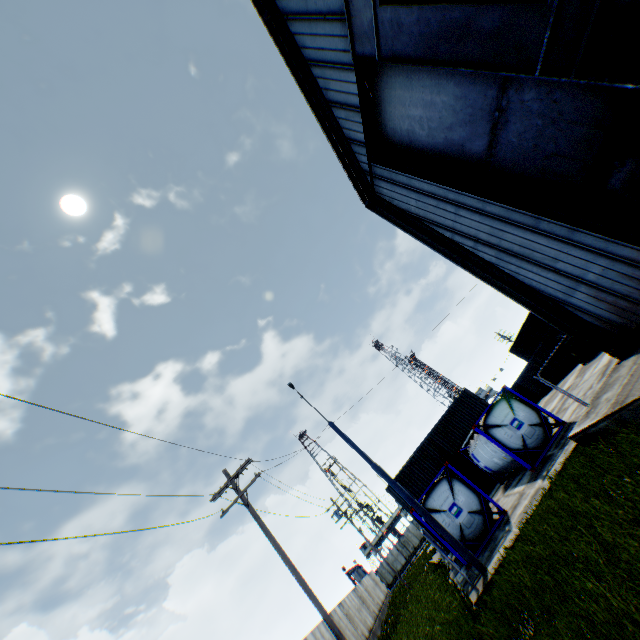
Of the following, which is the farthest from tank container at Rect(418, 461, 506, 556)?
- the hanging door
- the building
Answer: Result: the hanging door

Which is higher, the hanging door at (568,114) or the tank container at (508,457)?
the hanging door at (568,114)

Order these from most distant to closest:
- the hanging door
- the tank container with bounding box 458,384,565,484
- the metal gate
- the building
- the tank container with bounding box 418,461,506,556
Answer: the metal gate, the tank container with bounding box 458,384,565,484, the tank container with bounding box 418,461,506,556, the building, the hanging door

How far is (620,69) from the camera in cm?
611

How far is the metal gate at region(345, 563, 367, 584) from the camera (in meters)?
46.24

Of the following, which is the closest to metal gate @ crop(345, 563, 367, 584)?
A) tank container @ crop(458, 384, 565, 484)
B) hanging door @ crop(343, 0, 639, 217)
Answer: tank container @ crop(458, 384, 565, 484)

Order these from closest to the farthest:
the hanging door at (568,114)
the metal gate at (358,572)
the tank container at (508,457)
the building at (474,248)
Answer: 1. the hanging door at (568,114)
2. the building at (474,248)
3. the tank container at (508,457)
4. the metal gate at (358,572)

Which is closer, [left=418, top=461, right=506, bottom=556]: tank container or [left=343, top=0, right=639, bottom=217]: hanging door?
[left=343, top=0, right=639, bottom=217]: hanging door
